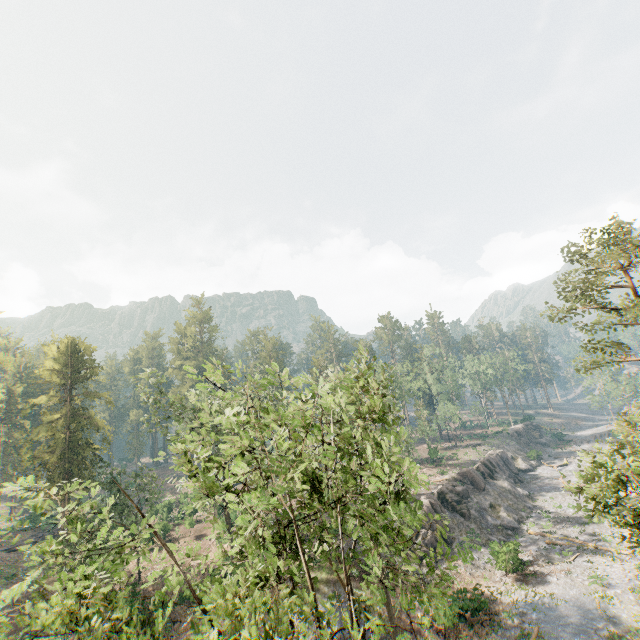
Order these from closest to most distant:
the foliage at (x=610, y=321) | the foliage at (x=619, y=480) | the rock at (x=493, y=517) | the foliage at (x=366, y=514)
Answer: the foliage at (x=366, y=514), the foliage at (x=619, y=480), the foliage at (x=610, y=321), the rock at (x=493, y=517)

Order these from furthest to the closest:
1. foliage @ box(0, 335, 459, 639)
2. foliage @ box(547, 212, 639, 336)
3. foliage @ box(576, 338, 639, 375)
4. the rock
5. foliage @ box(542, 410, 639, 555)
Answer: the rock, foliage @ box(576, 338, 639, 375), foliage @ box(547, 212, 639, 336), foliage @ box(542, 410, 639, 555), foliage @ box(0, 335, 459, 639)

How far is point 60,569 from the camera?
28.8 meters

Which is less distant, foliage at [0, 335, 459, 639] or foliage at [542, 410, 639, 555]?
foliage at [0, 335, 459, 639]

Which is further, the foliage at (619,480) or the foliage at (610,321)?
the foliage at (610,321)

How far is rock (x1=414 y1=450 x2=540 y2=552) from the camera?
35.2m

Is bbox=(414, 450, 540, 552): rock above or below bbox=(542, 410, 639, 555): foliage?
below
